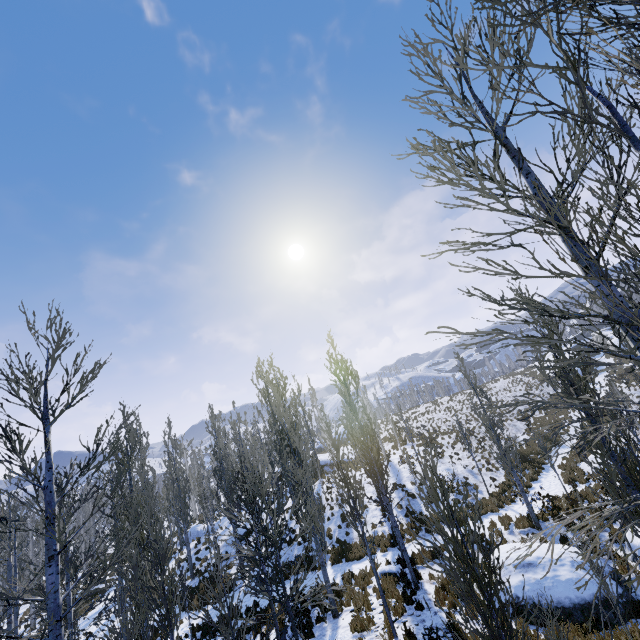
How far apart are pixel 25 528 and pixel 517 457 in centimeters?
3259cm

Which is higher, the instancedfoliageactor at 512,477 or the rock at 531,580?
the instancedfoliageactor at 512,477

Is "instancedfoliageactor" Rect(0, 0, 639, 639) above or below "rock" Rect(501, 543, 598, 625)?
above

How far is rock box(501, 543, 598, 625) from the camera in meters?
8.8

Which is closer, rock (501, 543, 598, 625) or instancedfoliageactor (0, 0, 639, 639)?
instancedfoliageactor (0, 0, 639, 639)

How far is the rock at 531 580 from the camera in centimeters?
881cm
